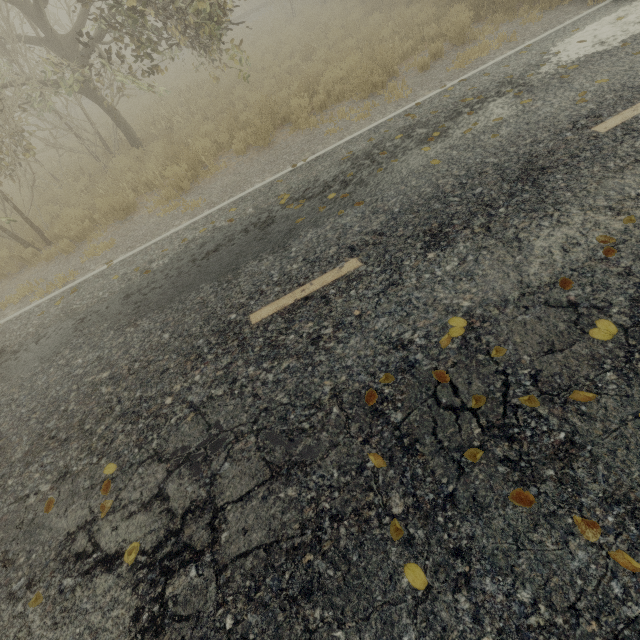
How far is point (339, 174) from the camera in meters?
5.6

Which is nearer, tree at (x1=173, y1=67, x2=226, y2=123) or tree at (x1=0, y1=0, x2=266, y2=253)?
tree at (x1=0, y1=0, x2=266, y2=253)

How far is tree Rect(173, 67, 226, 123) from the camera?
11.0 meters

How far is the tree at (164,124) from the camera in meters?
10.8 m

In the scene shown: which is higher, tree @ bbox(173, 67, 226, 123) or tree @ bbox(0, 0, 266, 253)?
tree @ bbox(0, 0, 266, 253)
